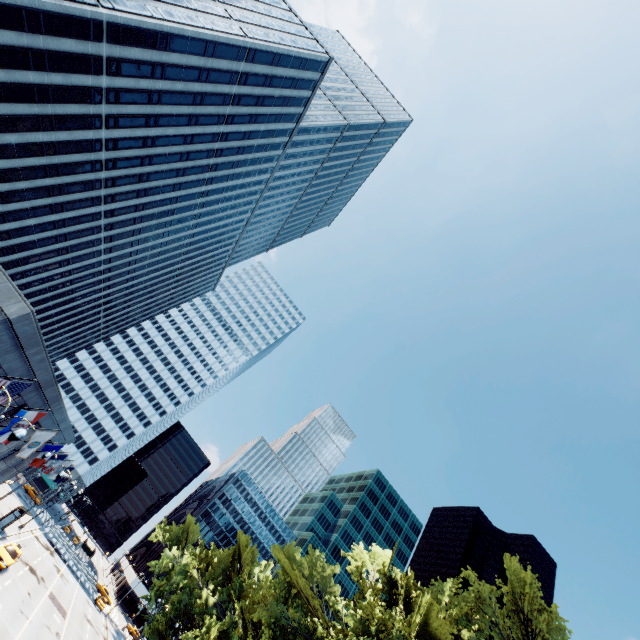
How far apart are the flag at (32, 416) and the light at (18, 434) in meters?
6.4 m

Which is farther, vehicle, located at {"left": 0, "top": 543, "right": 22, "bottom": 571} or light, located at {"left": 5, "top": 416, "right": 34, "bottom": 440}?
vehicle, located at {"left": 0, "top": 543, "right": 22, "bottom": 571}

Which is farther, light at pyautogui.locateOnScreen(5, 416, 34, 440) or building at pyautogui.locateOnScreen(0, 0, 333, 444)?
building at pyautogui.locateOnScreen(0, 0, 333, 444)

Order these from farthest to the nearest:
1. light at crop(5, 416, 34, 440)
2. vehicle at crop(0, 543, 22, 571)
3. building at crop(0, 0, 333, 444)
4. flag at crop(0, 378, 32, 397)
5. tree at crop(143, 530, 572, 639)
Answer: vehicle at crop(0, 543, 22, 571) → building at crop(0, 0, 333, 444) → tree at crop(143, 530, 572, 639) → flag at crop(0, 378, 32, 397) → light at crop(5, 416, 34, 440)

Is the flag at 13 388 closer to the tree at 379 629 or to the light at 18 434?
the light at 18 434

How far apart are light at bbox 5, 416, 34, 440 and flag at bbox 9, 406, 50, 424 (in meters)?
6.36

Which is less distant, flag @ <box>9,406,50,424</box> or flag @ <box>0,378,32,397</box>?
flag @ <box>0,378,32,397</box>

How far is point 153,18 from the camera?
31.12m
